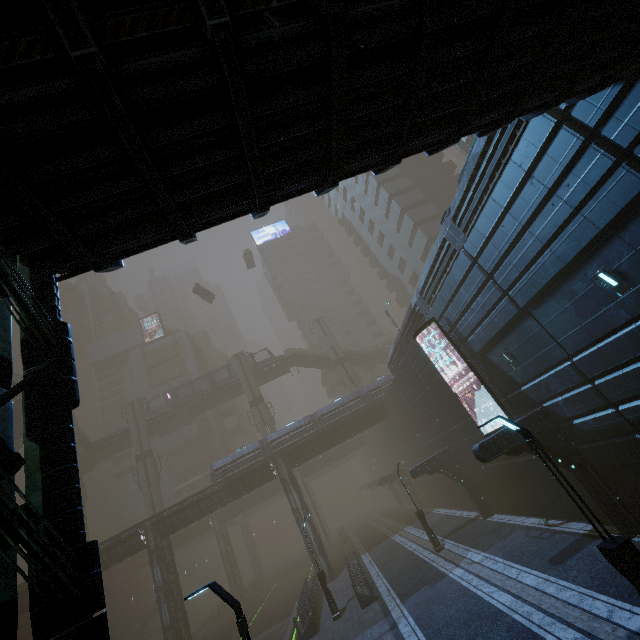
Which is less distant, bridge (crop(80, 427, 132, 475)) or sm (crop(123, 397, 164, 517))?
sm (crop(123, 397, 164, 517))

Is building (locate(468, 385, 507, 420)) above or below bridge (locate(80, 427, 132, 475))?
below

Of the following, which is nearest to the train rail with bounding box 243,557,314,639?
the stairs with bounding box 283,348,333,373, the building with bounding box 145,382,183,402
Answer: the stairs with bounding box 283,348,333,373

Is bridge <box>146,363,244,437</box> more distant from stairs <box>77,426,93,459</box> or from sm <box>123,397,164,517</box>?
stairs <box>77,426,93,459</box>

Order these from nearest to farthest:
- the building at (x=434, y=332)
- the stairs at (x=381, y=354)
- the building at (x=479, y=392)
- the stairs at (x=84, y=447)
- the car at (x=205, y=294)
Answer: the building at (x=479, y=392)
the building at (x=434, y=332)
the stairs at (x=84, y=447)
the car at (x=205, y=294)
the stairs at (x=381, y=354)

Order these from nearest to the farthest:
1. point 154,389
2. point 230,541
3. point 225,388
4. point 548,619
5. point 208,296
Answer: point 548,619 → point 230,541 → point 225,388 → point 208,296 → point 154,389

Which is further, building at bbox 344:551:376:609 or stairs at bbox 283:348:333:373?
stairs at bbox 283:348:333:373

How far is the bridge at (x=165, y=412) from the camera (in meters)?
48.66
